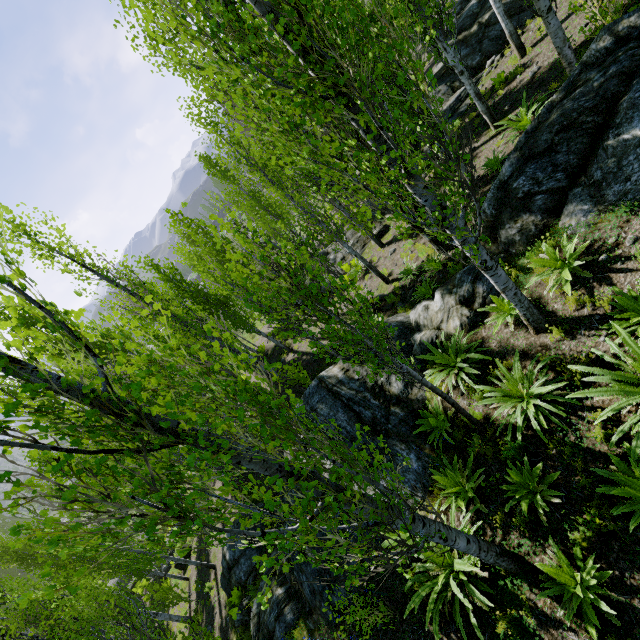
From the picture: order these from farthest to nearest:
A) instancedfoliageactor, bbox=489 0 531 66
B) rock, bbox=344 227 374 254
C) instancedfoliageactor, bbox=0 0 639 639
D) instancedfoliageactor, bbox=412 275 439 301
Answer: rock, bbox=344 227 374 254, instancedfoliageactor, bbox=489 0 531 66, instancedfoliageactor, bbox=412 275 439 301, instancedfoliageactor, bbox=0 0 639 639

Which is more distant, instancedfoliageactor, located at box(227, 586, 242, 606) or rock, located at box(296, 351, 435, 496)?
instancedfoliageactor, located at box(227, 586, 242, 606)

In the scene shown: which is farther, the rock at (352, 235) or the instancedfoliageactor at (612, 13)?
the rock at (352, 235)

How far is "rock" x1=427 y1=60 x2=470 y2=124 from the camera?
14.8 meters

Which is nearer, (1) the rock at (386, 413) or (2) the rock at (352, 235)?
(1) the rock at (386, 413)

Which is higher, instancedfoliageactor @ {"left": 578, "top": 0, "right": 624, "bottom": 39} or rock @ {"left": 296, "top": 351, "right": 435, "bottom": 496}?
instancedfoliageactor @ {"left": 578, "top": 0, "right": 624, "bottom": 39}

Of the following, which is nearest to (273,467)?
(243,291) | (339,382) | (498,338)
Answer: (498,338)

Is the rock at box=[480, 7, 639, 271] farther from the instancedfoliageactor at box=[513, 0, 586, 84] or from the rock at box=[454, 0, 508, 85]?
the rock at box=[454, 0, 508, 85]
